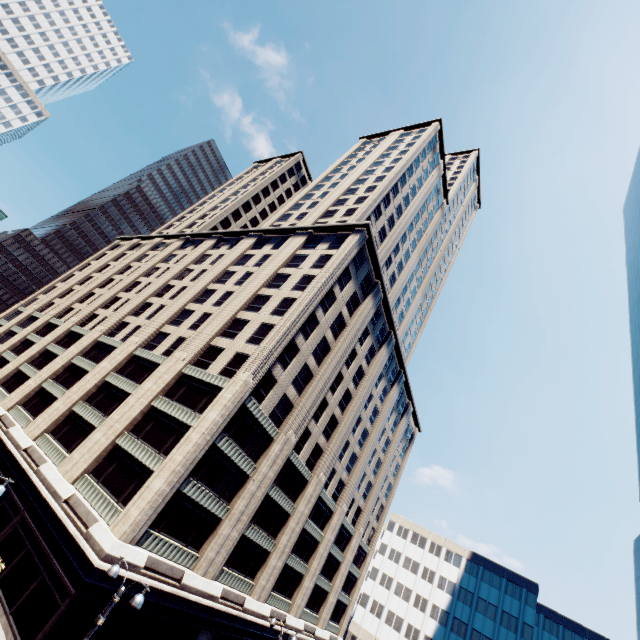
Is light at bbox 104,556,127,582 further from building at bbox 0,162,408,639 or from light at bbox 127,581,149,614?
building at bbox 0,162,408,639

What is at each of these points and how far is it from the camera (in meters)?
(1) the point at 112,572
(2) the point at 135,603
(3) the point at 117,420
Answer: (1) light, 12.22
(2) light, 11.15
(3) building, 28.34

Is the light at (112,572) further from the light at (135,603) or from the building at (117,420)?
the building at (117,420)

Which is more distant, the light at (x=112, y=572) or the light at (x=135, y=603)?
the light at (x=112, y=572)

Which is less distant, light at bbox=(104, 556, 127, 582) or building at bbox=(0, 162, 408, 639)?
light at bbox=(104, 556, 127, 582)

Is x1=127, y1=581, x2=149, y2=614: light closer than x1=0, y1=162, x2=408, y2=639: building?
Yes

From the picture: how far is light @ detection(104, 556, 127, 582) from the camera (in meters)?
12.16
